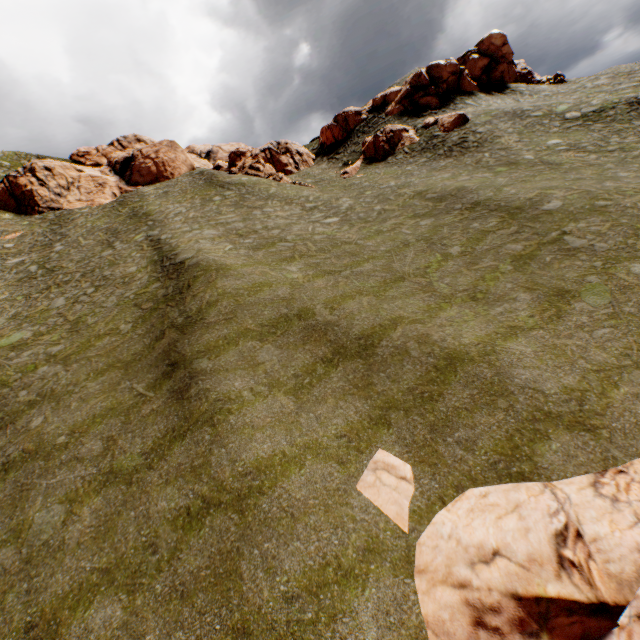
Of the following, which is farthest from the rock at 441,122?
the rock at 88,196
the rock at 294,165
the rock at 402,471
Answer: the rock at 402,471

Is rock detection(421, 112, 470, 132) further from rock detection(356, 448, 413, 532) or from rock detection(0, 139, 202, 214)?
rock detection(356, 448, 413, 532)

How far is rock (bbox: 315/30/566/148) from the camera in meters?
41.2

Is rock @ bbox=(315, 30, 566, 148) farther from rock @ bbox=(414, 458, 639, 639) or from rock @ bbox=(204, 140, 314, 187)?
rock @ bbox=(414, 458, 639, 639)

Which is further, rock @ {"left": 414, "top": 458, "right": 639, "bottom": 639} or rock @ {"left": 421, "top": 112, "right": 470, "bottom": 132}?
rock @ {"left": 421, "top": 112, "right": 470, "bottom": 132}

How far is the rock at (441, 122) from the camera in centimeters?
3438cm

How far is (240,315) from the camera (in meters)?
15.43

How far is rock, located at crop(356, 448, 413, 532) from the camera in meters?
8.3 m
